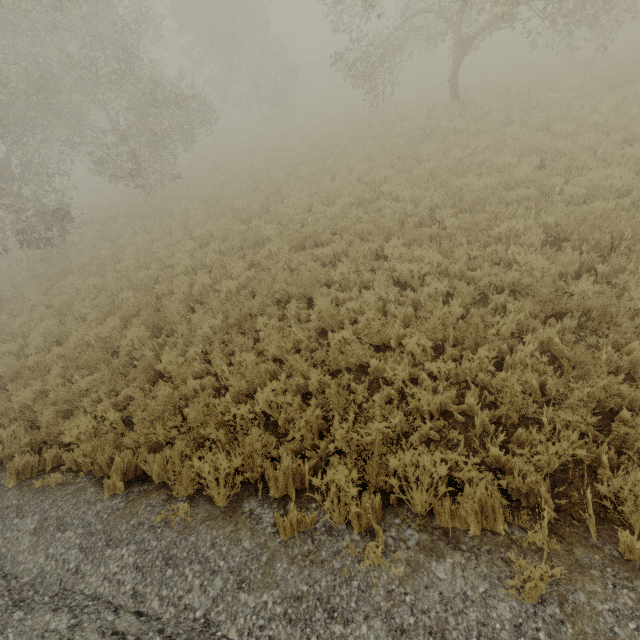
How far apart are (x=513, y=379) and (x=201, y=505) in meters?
4.4 m
